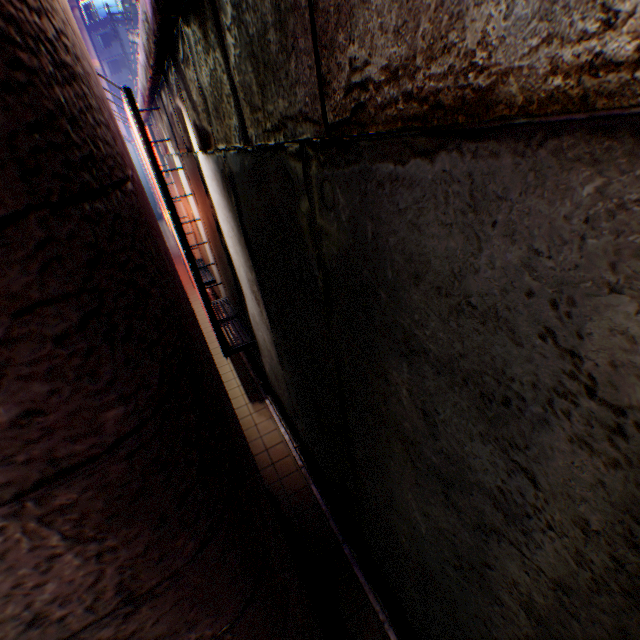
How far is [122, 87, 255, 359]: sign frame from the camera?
4.4 meters

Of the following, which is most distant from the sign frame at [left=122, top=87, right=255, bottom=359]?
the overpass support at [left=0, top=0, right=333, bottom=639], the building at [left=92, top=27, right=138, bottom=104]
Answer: the building at [left=92, top=27, right=138, bottom=104]

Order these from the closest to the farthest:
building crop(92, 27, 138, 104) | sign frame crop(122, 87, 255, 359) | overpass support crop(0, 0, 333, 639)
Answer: overpass support crop(0, 0, 333, 639)
sign frame crop(122, 87, 255, 359)
building crop(92, 27, 138, 104)

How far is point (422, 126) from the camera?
0.93m

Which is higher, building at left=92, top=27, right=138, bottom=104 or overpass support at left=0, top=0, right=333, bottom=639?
building at left=92, top=27, right=138, bottom=104

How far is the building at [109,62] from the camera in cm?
4522

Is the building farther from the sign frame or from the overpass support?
the sign frame

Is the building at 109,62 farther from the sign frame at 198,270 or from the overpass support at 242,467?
the sign frame at 198,270
